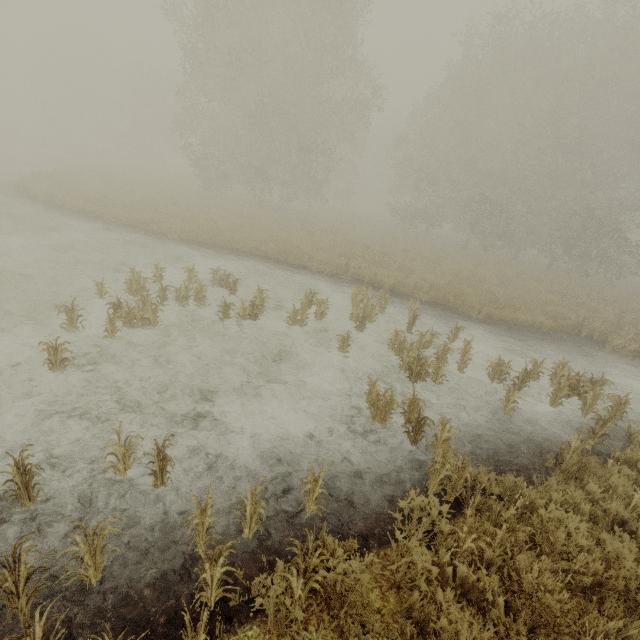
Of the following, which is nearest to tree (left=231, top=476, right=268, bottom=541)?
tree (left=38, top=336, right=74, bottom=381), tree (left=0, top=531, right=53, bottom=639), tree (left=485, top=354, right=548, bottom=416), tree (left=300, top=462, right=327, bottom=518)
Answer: tree (left=300, top=462, right=327, bottom=518)

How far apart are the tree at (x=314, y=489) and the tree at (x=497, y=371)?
5.98m

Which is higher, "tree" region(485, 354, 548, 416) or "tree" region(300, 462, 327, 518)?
"tree" region(300, 462, 327, 518)

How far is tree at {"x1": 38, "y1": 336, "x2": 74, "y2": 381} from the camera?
5.20m

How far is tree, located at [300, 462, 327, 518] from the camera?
3.6m

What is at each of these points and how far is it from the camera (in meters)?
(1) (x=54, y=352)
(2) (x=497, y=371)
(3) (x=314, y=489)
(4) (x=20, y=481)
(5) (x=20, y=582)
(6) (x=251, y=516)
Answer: (1) tree, 5.25
(2) tree, 7.89
(3) tree, 3.76
(4) tree, 3.29
(5) tree, 2.58
(6) tree, 3.45

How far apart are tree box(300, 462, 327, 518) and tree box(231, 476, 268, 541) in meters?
0.6 m

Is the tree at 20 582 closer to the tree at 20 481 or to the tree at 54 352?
the tree at 20 481
